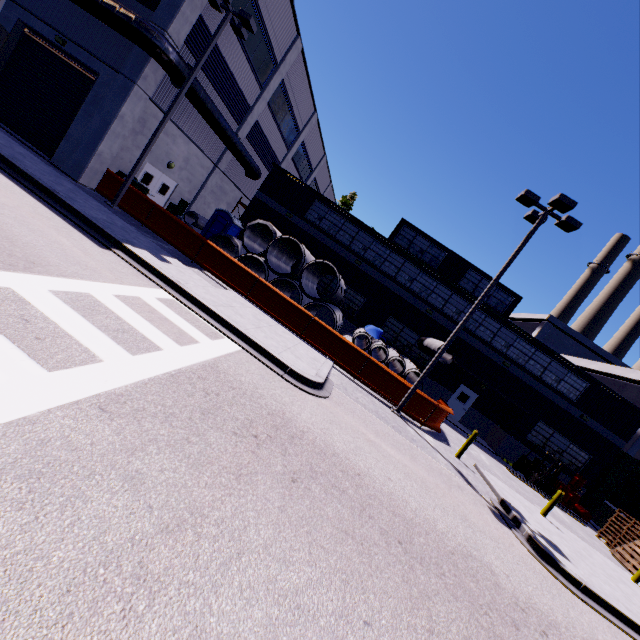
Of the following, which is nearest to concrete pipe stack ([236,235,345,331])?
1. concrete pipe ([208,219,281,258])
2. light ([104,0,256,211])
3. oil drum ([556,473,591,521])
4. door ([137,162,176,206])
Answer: concrete pipe ([208,219,281,258])

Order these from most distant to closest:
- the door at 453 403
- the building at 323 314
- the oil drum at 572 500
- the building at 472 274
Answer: the door at 453 403
the building at 323 314
the oil drum at 572 500
the building at 472 274

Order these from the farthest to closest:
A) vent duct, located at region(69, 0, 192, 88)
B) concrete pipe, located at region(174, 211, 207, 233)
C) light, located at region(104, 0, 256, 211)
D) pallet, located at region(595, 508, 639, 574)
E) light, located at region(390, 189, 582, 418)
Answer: concrete pipe, located at region(174, 211, 207, 233) < pallet, located at region(595, 508, 639, 574) < light, located at region(104, 0, 256, 211) < vent duct, located at region(69, 0, 192, 88) < light, located at region(390, 189, 582, 418)

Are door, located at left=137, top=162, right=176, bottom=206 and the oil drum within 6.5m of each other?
no

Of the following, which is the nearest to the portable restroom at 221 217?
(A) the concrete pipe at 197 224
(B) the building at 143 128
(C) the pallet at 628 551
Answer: (A) the concrete pipe at 197 224

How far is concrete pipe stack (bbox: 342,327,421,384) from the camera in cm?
1675

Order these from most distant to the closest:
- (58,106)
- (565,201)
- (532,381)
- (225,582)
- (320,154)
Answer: (320,154) < (532,381) < (58,106) < (565,201) < (225,582)

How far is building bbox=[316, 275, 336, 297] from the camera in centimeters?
2289cm
